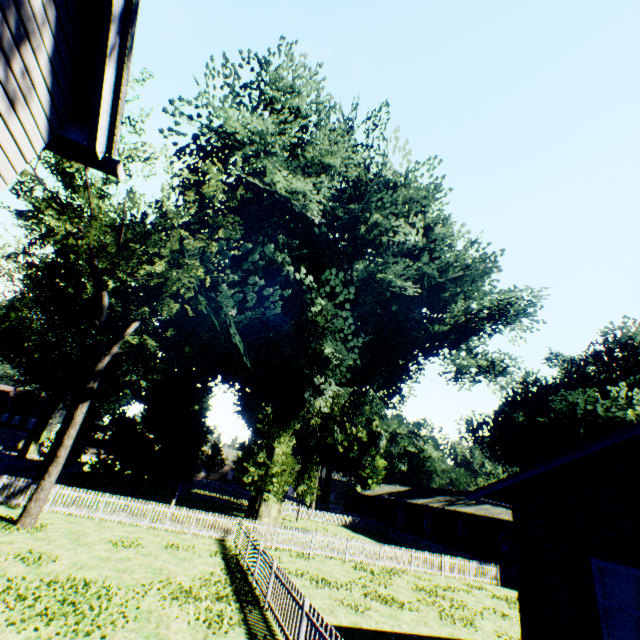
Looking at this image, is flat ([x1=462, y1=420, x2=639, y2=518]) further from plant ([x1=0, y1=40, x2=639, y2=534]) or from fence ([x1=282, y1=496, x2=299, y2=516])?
plant ([x1=0, y1=40, x2=639, y2=534])

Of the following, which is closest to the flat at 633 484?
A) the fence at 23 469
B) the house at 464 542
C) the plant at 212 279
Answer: the fence at 23 469

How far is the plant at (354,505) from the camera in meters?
55.2 m

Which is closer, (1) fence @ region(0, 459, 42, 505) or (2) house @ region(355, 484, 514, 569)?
(1) fence @ region(0, 459, 42, 505)

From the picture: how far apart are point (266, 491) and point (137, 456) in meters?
15.5 m

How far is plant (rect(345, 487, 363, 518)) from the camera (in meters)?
55.22

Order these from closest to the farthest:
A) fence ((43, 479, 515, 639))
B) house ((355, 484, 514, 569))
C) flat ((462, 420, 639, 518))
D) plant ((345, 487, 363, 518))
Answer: flat ((462, 420, 639, 518)) < fence ((43, 479, 515, 639)) < house ((355, 484, 514, 569)) < plant ((345, 487, 363, 518))
